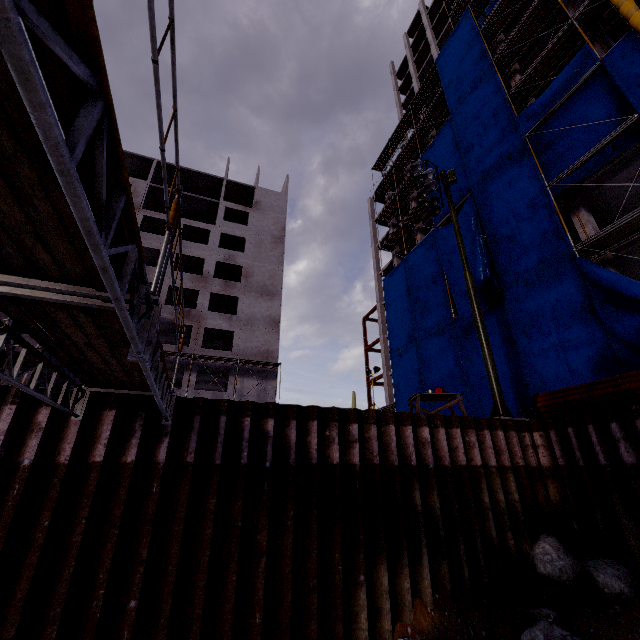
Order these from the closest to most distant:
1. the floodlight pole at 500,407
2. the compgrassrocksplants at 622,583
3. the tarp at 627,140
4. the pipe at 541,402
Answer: the compgrassrocksplants at 622,583, the pipe at 541,402, the floodlight pole at 500,407, the tarp at 627,140

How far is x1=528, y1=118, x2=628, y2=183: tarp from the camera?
15.0 meters

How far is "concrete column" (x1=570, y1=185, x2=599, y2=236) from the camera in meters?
16.0

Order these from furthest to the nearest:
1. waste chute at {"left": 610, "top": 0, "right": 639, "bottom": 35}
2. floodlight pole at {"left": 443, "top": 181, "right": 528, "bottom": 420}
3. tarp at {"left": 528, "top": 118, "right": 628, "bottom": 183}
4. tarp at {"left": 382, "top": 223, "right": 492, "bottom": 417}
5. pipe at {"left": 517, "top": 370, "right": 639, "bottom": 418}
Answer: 1. tarp at {"left": 382, "top": 223, "right": 492, "bottom": 417}
2. tarp at {"left": 528, "top": 118, "right": 628, "bottom": 183}
3. waste chute at {"left": 610, "top": 0, "right": 639, "bottom": 35}
4. floodlight pole at {"left": 443, "top": 181, "right": 528, "bottom": 420}
5. pipe at {"left": 517, "top": 370, "right": 639, "bottom": 418}

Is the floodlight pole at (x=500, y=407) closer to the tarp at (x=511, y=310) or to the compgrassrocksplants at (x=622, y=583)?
the compgrassrocksplants at (x=622, y=583)

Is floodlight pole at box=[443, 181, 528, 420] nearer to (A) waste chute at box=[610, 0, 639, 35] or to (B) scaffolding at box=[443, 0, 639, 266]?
(A) waste chute at box=[610, 0, 639, 35]

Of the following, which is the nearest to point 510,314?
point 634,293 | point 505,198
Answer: point 634,293

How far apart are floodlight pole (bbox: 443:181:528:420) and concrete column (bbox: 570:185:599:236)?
7.0m
